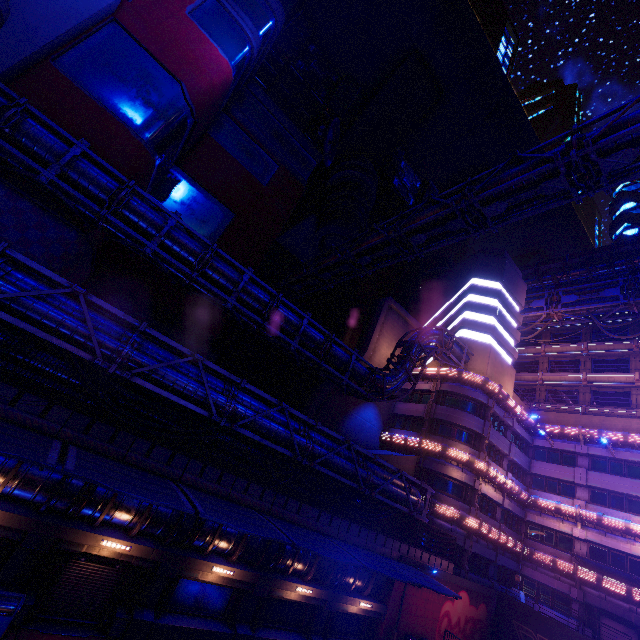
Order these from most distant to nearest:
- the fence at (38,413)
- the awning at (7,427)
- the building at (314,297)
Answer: the building at (314,297) → the fence at (38,413) → the awning at (7,427)

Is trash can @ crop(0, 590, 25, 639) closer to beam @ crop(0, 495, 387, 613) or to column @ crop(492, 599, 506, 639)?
beam @ crop(0, 495, 387, 613)

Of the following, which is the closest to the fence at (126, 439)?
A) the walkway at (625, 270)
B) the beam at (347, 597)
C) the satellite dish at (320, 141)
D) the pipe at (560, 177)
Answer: the beam at (347, 597)

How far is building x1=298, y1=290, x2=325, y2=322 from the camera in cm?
5766

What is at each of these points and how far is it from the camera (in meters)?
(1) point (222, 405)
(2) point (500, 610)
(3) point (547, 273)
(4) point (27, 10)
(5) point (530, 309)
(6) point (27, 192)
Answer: (1) pipe, 14.54
(2) column, 26.88
(3) walkway, 47.78
(4) building, 15.25
(5) pipe, 47.44
(6) building, 15.68

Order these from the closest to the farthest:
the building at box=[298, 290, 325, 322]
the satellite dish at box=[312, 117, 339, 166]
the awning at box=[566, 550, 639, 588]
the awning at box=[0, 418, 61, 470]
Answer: the awning at box=[0, 418, 61, 470], the awning at box=[566, 550, 639, 588], the satellite dish at box=[312, 117, 339, 166], the building at box=[298, 290, 325, 322]

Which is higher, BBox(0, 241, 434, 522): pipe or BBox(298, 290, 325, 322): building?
BBox(298, 290, 325, 322): building

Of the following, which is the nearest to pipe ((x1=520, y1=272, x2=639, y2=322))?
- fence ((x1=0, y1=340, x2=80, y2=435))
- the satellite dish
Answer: fence ((x1=0, y1=340, x2=80, y2=435))
